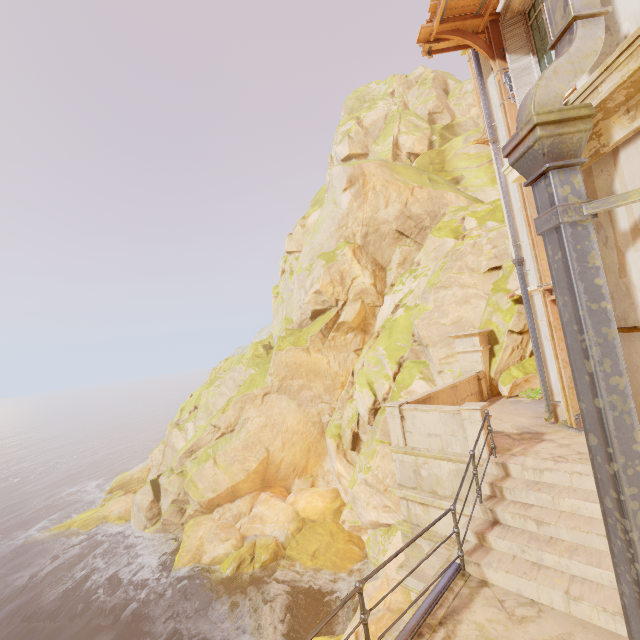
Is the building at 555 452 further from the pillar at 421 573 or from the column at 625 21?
the pillar at 421 573

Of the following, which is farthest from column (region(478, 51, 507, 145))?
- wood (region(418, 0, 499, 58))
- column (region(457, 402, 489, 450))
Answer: column (region(457, 402, 489, 450))

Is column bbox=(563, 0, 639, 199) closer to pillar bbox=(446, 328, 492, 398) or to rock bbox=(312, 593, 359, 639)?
rock bbox=(312, 593, 359, 639)

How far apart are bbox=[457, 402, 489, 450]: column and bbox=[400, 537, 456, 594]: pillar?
1.95m

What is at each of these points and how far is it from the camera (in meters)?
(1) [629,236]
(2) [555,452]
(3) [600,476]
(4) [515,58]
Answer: (1) column, 1.27
(2) building, 6.76
(3) pipe, 1.21
(4) shutter, 8.37

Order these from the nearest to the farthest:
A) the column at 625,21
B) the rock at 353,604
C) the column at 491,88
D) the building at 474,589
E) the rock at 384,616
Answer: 1. the column at 625,21
2. the building at 474,589
3. the column at 491,88
4. the rock at 384,616
5. the rock at 353,604

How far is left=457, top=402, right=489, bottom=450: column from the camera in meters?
6.9 m

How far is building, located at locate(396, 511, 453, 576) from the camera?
7.52m
